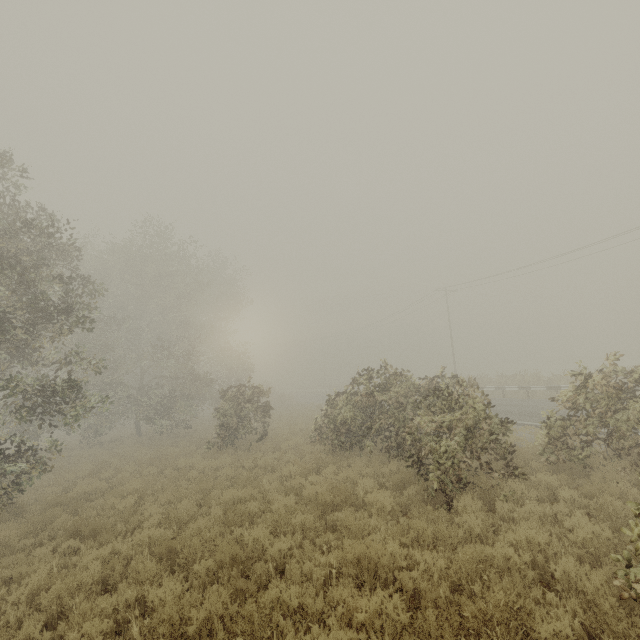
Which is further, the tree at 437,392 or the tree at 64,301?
the tree at 64,301

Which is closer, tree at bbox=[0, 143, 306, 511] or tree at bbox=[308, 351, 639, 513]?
tree at bbox=[308, 351, 639, 513]

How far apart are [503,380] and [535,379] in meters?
3.6
